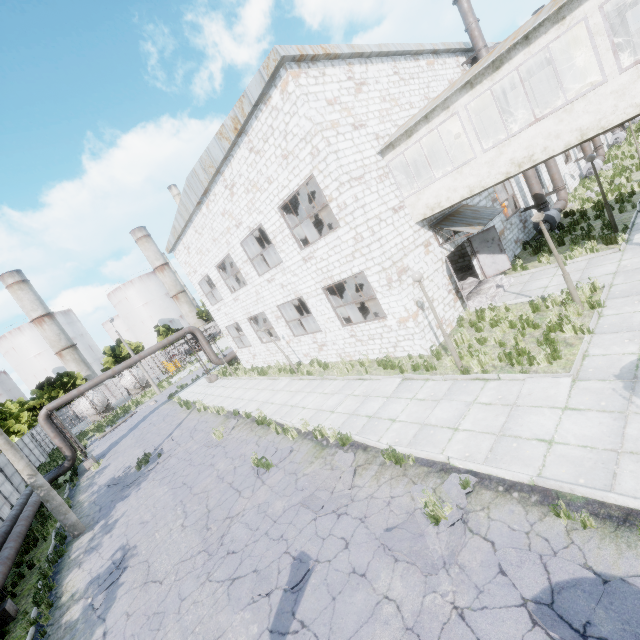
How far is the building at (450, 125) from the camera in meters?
13.1 m

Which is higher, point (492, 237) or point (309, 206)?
point (309, 206)

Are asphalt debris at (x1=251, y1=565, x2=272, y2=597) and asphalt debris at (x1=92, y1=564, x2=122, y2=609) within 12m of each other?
yes

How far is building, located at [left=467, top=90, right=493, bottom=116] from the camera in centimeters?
1197cm

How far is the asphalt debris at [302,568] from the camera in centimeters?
617cm

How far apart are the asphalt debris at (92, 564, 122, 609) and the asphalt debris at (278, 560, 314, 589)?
6.0 meters

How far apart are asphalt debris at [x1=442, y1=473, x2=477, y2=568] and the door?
11.3m

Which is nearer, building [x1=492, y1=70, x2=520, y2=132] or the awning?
building [x1=492, y1=70, x2=520, y2=132]
